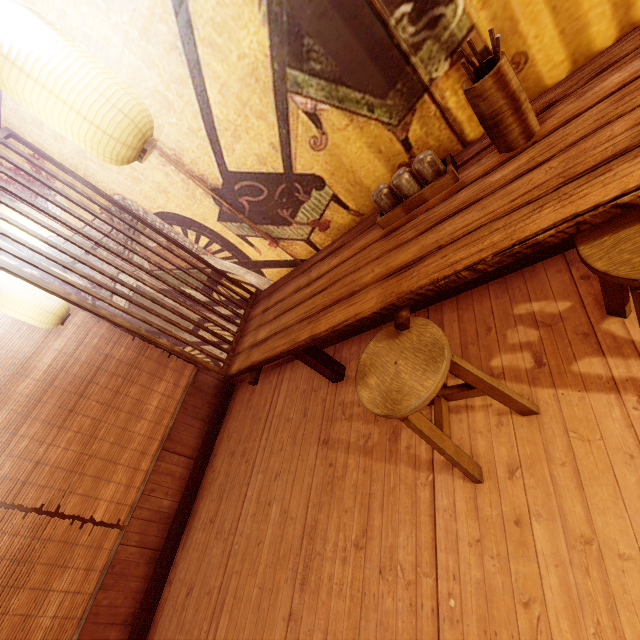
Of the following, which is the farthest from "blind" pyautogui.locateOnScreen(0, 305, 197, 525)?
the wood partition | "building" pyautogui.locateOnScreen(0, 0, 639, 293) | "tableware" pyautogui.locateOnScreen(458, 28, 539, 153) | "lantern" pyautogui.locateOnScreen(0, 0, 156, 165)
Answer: "tableware" pyautogui.locateOnScreen(458, 28, 539, 153)

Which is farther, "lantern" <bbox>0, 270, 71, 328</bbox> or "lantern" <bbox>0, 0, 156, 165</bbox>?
"lantern" <bbox>0, 270, 71, 328</bbox>

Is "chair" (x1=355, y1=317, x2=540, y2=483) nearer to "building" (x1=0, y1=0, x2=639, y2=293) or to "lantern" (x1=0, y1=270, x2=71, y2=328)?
"building" (x1=0, y1=0, x2=639, y2=293)

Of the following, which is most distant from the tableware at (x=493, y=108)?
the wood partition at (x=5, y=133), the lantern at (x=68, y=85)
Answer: the wood partition at (x=5, y=133)

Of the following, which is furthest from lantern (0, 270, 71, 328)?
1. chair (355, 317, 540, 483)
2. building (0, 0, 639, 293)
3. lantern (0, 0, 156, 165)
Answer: chair (355, 317, 540, 483)

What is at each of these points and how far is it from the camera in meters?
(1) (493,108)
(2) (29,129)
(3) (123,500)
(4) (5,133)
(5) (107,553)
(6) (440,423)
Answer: (1) tableware, 2.2
(2) building, 3.6
(3) blind, 5.9
(4) wood partition, 3.6
(5) blind, 5.5
(6) chair, 2.8

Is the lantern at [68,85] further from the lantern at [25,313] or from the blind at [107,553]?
the blind at [107,553]

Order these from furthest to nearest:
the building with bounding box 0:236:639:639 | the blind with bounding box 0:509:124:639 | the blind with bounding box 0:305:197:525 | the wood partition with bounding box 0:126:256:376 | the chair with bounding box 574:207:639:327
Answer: Answer:
1. the blind with bounding box 0:305:197:525
2. the blind with bounding box 0:509:124:639
3. the wood partition with bounding box 0:126:256:376
4. the building with bounding box 0:236:639:639
5. the chair with bounding box 574:207:639:327
